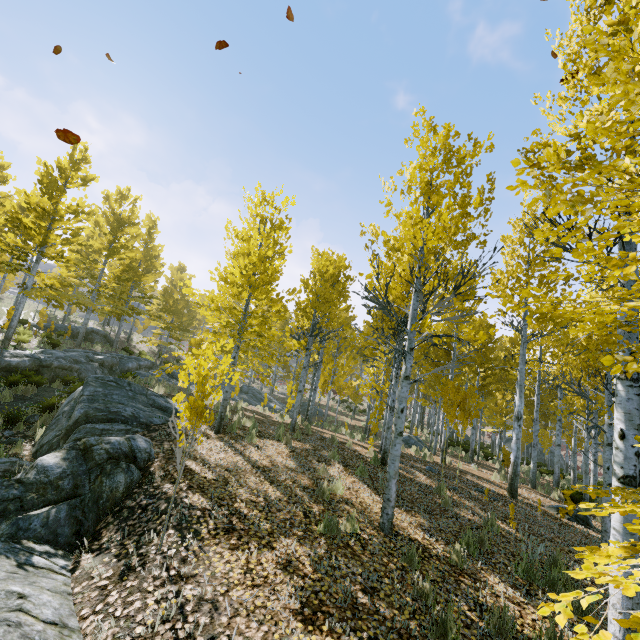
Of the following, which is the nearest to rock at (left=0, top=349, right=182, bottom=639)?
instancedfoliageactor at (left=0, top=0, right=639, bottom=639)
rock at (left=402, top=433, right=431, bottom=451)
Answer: instancedfoliageactor at (left=0, top=0, right=639, bottom=639)

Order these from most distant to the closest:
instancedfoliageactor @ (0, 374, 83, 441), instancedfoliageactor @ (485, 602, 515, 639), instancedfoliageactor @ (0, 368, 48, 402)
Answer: instancedfoliageactor @ (0, 368, 48, 402) < instancedfoliageactor @ (0, 374, 83, 441) < instancedfoliageactor @ (485, 602, 515, 639)

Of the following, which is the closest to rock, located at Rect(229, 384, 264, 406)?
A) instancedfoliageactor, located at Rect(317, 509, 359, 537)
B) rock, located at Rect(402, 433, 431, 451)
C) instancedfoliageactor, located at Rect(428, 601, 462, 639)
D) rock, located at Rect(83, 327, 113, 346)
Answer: rock, located at Rect(83, 327, 113, 346)

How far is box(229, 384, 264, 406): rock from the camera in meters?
19.8

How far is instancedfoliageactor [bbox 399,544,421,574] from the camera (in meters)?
4.58

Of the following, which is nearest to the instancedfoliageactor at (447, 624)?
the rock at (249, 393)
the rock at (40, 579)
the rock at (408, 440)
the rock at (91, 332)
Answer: the rock at (40, 579)

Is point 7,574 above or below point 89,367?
below

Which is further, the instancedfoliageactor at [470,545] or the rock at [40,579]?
the instancedfoliageactor at [470,545]
